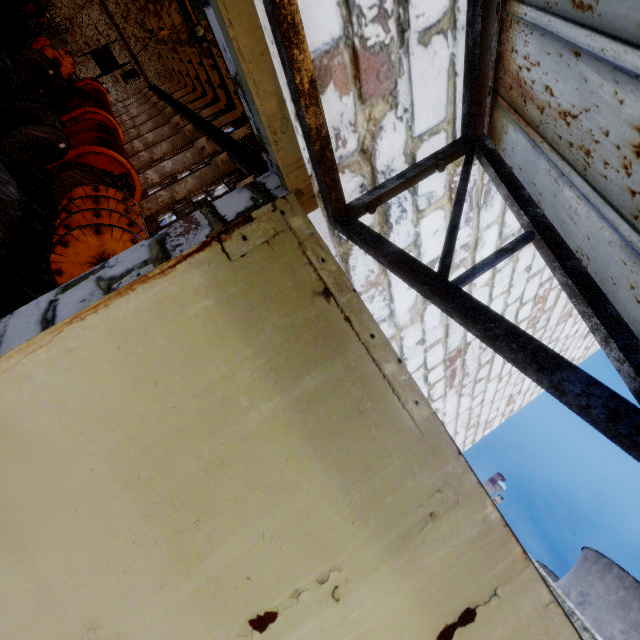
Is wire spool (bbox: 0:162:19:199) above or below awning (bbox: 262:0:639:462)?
below

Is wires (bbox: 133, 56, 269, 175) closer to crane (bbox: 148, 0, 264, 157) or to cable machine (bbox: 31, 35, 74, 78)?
crane (bbox: 148, 0, 264, 157)

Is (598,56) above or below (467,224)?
below

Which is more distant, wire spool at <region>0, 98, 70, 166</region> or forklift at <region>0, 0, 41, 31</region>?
forklift at <region>0, 0, 41, 31</region>

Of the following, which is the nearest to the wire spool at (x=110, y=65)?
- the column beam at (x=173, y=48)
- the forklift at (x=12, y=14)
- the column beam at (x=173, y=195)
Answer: the column beam at (x=173, y=195)

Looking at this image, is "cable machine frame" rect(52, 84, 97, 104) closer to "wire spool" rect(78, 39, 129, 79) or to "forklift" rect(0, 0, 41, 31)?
"forklift" rect(0, 0, 41, 31)

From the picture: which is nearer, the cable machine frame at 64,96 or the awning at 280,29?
the awning at 280,29

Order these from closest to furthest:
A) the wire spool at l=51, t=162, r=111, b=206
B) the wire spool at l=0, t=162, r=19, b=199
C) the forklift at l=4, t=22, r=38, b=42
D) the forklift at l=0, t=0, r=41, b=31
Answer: the wire spool at l=0, t=162, r=19, b=199 < the wire spool at l=51, t=162, r=111, b=206 < the forklift at l=0, t=0, r=41, b=31 < the forklift at l=4, t=22, r=38, b=42
